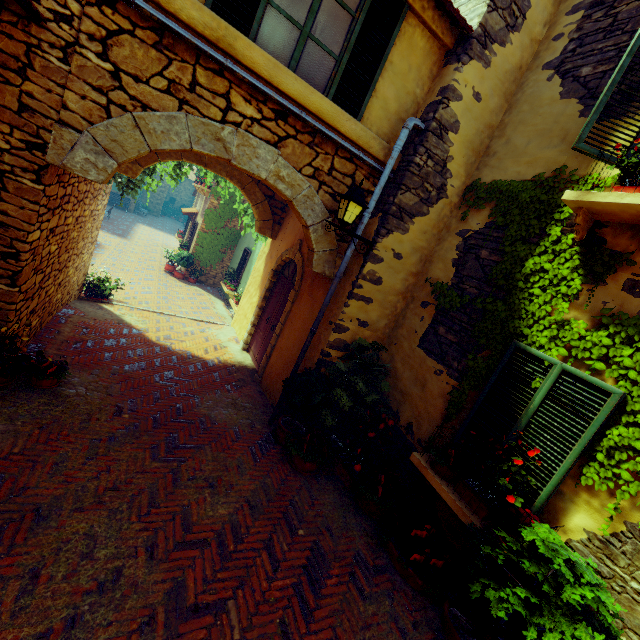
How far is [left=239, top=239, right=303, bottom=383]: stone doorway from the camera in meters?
6.8

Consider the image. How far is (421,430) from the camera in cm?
468

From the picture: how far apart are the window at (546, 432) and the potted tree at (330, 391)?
1.6 meters

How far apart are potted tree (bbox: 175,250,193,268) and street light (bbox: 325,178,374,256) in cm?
1187

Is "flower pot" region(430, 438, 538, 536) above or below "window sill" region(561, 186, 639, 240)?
below

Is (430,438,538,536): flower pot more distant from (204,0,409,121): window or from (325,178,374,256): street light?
(204,0,409,121): window

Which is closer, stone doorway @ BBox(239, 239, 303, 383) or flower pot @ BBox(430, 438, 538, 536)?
flower pot @ BBox(430, 438, 538, 536)

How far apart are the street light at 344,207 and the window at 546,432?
2.36m
